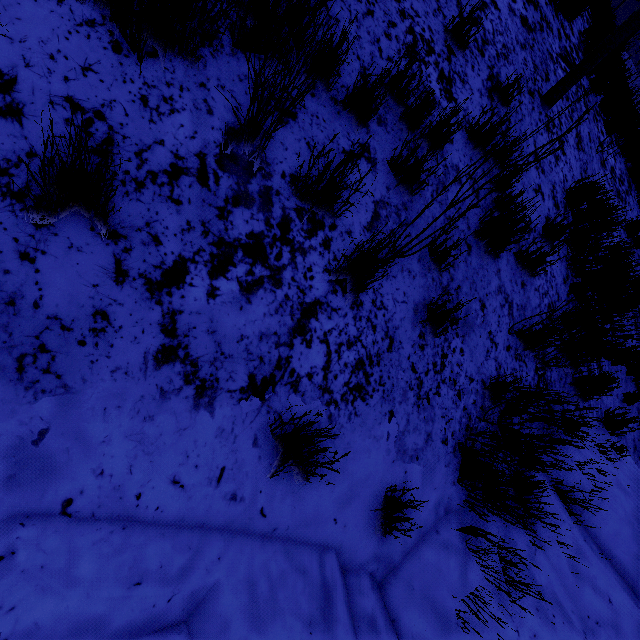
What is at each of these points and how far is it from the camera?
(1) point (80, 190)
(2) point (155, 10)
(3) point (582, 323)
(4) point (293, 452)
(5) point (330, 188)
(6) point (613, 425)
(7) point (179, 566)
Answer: (1) instancedfoliageactor, 1.26m
(2) instancedfoliageactor, 1.45m
(3) instancedfoliageactor, 3.72m
(4) instancedfoliageactor, 1.58m
(5) instancedfoliageactor, 1.87m
(6) instancedfoliageactor, 4.43m
(7) rock, 1.37m

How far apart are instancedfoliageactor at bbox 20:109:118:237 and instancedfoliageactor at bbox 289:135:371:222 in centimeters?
7cm

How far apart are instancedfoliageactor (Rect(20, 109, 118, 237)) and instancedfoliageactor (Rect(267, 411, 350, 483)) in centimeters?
120cm

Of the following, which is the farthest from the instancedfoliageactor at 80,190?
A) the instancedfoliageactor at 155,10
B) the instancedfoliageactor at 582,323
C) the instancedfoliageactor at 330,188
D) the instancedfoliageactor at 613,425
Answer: the instancedfoliageactor at 613,425

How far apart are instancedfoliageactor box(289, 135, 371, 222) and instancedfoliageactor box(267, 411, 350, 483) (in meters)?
1.16

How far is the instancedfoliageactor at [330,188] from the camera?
1.73m

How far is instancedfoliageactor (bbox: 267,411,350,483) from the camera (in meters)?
1.49

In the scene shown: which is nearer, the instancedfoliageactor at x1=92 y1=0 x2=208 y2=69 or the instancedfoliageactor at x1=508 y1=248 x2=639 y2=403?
the instancedfoliageactor at x1=92 y1=0 x2=208 y2=69
